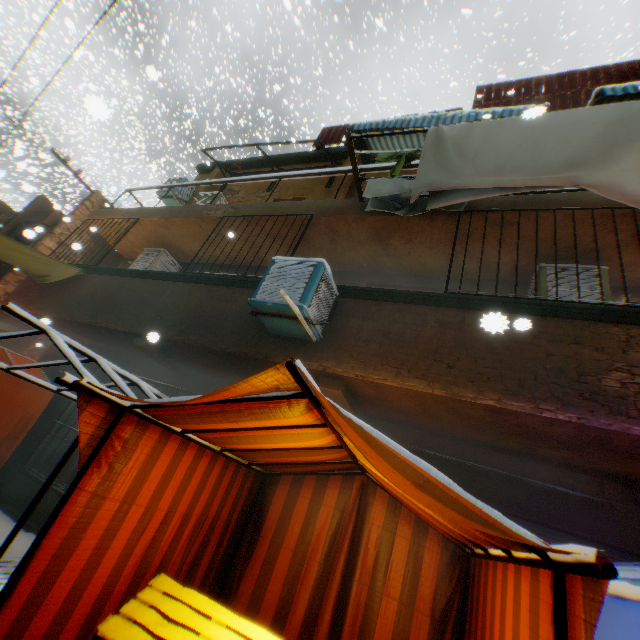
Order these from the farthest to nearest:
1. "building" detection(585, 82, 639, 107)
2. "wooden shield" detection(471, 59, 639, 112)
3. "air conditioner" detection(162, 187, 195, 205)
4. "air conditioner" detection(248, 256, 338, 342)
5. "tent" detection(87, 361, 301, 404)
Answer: "air conditioner" detection(162, 187, 195, 205) → "wooden shield" detection(471, 59, 639, 112) → "building" detection(585, 82, 639, 107) → "air conditioner" detection(248, 256, 338, 342) → "tent" detection(87, 361, 301, 404)

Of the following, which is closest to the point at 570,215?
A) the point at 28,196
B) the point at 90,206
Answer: the point at 90,206

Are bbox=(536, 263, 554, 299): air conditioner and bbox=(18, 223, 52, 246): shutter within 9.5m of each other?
no

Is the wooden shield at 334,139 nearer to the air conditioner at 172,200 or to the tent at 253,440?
the tent at 253,440

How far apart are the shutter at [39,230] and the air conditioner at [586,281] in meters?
13.6

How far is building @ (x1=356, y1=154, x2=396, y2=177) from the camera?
6.4m

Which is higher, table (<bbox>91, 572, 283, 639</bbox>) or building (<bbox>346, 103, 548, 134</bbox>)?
building (<bbox>346, 103, 548, 134</bbox>)

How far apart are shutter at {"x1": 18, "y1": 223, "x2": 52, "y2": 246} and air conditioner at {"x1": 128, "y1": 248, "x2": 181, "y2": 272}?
4.63m
